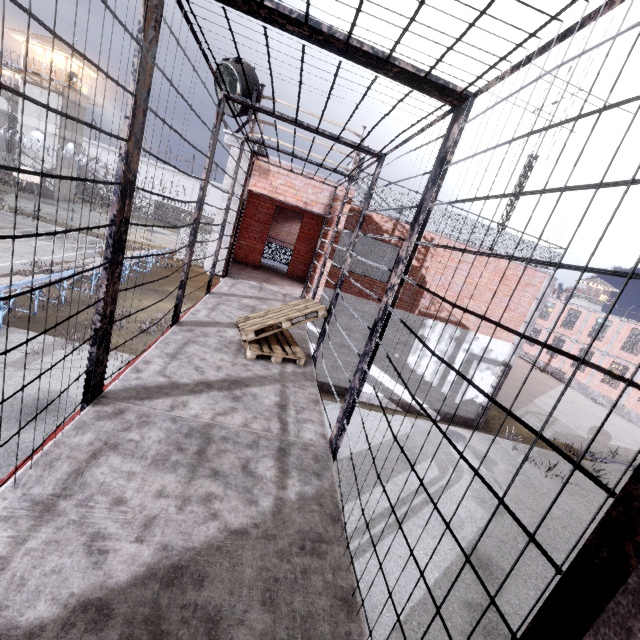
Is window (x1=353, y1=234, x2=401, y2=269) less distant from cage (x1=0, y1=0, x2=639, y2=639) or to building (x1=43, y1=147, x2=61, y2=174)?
cage (x1=0, y1=0, x2=639, y2=639)

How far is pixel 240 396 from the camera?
3.3 meters

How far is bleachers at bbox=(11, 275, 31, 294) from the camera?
9.9m

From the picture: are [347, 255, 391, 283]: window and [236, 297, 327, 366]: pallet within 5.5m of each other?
no

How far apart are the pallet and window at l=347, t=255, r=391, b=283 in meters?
6.5 m

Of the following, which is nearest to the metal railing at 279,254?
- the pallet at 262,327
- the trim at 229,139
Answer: the trim at 229,139

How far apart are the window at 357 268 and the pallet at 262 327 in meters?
6.5 m
